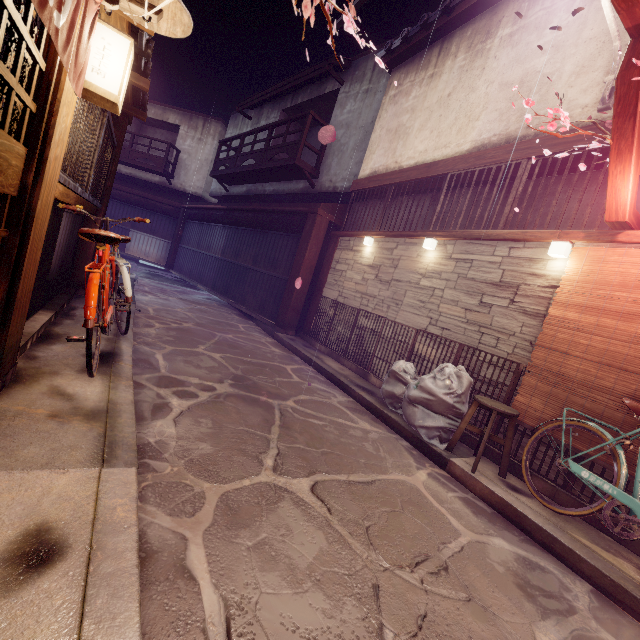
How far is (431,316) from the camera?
9.74m

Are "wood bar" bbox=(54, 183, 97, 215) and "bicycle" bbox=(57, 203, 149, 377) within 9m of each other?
yes

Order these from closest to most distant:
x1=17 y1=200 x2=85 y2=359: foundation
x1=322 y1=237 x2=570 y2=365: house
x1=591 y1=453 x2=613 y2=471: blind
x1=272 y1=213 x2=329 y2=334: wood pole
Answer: x1=591 y1=453 x2=613 y2=471: blind < x1=17 y1=200 x2=85 y2=359: foundation < x1=322 y1=237 x2=570 y2=365: house < x1=272 y1=213 x2=329 y2=334: wood pole

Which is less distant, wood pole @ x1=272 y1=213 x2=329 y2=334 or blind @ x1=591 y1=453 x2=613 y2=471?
blind @ x1=591 y1=453 x2=613 y2=471

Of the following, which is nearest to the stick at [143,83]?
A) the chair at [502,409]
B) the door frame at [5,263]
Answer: the door frame at [5,263]

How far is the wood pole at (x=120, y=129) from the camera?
10.0 meters

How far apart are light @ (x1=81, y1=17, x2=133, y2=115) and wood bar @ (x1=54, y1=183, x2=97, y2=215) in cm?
137

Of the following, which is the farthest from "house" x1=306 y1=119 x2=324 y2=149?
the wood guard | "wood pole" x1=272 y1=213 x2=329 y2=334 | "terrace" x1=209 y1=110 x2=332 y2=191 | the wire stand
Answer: the wood guard
